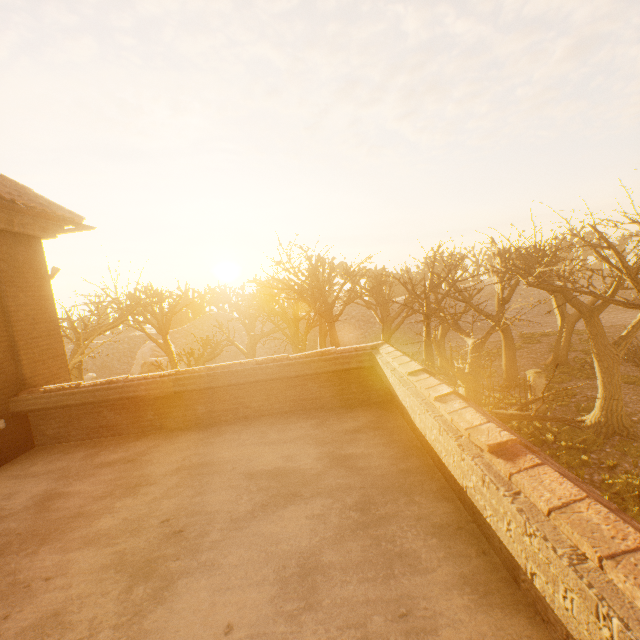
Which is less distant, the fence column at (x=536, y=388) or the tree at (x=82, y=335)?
the tree at (x=82, y=335)

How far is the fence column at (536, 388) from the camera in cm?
1795

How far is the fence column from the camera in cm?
1795

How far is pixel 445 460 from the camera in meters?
2.6 m

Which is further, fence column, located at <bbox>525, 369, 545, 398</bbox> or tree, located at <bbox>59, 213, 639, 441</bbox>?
fence column, located at <bbox>525, 369, 545, 398</bbox>
